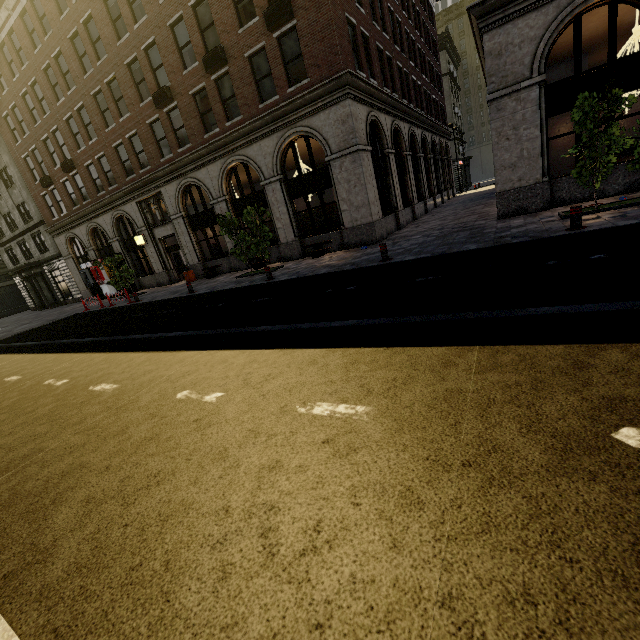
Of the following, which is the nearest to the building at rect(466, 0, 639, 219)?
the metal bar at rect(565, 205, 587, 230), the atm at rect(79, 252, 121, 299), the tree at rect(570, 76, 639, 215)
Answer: the atm at rect(79, 252, 121, 299)

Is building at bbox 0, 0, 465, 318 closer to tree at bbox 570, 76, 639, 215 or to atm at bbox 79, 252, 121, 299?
atm at bbox 79, 252, 121, 299

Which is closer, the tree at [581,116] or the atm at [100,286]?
the tree at [581,116]

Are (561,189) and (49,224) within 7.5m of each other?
no

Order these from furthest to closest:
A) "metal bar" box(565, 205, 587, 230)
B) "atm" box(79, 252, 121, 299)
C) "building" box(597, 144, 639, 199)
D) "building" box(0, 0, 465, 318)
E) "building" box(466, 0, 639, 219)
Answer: "atm" box(79, 252, 121, 299) < "building" box(0, 0, 465, 318) < "building" box(597, 144, 639, 199) < "building" box(466, 0, 639, 219) < "metal bar" box(565, 205, 587, 230)

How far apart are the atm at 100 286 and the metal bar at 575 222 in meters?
29.3

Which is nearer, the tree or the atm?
the tree

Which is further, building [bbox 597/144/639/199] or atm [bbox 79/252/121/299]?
atm [bbox 79/252/121/299]
